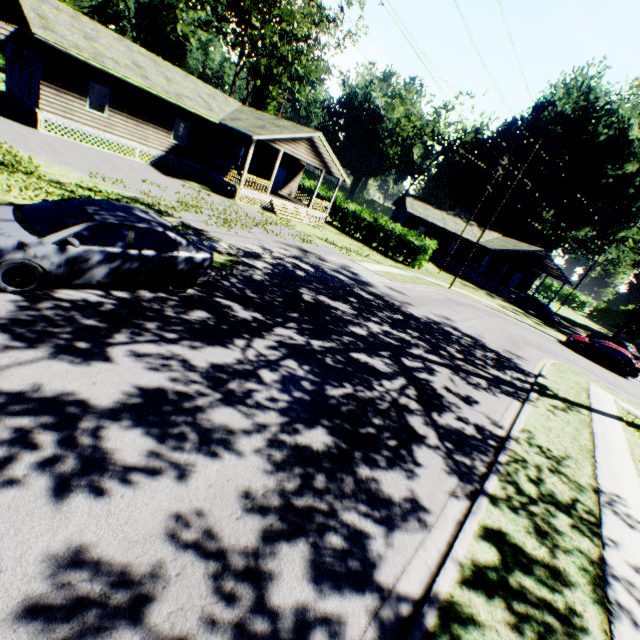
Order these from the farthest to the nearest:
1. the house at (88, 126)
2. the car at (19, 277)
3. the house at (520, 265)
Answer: the house at (520, 265), the house at (88, 126), the car at (19, 277)

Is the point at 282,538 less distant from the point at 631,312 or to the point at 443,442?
the point at 443,442

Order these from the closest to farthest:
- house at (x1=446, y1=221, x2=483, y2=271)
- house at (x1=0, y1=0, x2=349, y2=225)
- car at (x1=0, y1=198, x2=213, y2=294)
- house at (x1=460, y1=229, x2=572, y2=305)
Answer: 1. car at (x1=0, y1=198, x2=213, y2=294)
2. house at (x1=0, y1=0, x2=349, y2=225)
3. house at (x1=460, y1=229, x2=572, y2=305)
4. house at (x1=446, y1=221, x2=483, y2=271)

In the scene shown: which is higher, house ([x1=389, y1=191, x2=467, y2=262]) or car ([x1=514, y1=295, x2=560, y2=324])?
house ([x1=389, y1=191, x2=467, y2=262])

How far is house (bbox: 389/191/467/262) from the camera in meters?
41.2

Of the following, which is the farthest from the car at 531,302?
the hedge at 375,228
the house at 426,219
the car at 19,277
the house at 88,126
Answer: the car at 19,277

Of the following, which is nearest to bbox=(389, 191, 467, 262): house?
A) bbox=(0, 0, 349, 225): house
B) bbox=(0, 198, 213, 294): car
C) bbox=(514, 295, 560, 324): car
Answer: bbox=(514, 295, 560, 324): car
